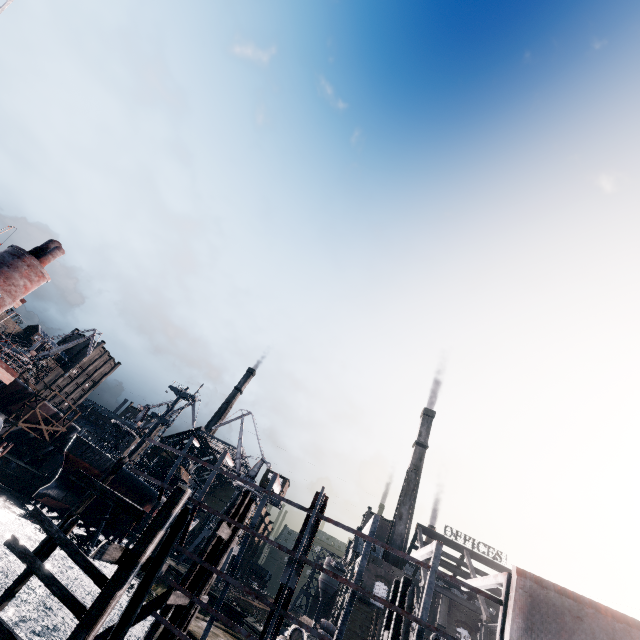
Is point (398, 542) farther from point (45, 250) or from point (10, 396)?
point (10, 396)

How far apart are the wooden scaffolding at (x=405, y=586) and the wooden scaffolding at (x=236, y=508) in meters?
8.3

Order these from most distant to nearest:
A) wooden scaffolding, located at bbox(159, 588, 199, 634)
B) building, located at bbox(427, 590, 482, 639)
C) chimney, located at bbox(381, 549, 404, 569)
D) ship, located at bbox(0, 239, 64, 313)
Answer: chimney, located at bbox(381, 549, 404, 569) < building, located at bbox(427, 590, 482, 639) < ship, located at bbox(0, 239, 64, 313) < wooden scaffolding, located at bbox(159, 588, 199, 634)

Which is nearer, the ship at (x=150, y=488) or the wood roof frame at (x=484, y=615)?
the wood roof frame at (x=484, y=615)

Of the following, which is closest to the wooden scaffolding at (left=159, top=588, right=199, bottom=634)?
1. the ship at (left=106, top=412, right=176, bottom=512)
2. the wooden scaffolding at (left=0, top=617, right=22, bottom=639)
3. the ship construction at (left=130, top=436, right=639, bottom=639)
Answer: the ship construction at (left=130, top=436, right=639, bottom=639)

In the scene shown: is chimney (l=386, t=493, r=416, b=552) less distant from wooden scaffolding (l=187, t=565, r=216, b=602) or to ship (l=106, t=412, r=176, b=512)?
ship (l=106, t=412, r=176, b=512)

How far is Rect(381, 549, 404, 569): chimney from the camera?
52.6 meters

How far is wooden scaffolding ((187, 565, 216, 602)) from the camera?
14.91m
